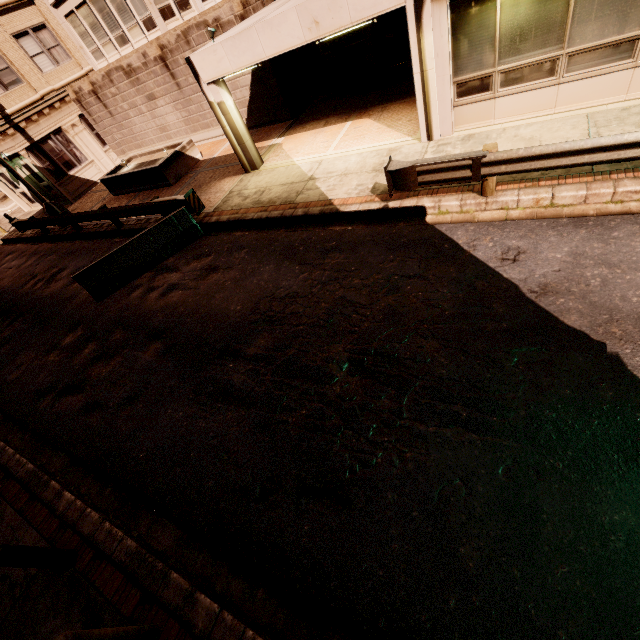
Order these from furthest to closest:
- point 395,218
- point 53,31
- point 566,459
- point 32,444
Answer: point 53,31, point 395,218, point 32,444, point 566,459

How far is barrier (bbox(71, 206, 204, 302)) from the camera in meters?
9.9 m

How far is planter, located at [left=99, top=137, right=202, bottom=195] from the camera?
14.6 meters

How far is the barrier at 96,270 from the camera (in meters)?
9.88

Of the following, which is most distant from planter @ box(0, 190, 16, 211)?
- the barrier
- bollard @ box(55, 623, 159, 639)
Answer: bollard @ box(55, 623, 159, 639)

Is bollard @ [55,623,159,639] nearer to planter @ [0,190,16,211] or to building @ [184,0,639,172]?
building @ [184,0,639,172]

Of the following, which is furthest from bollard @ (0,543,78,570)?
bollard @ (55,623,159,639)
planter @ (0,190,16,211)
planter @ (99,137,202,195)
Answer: planter @ (0,190,16,211)

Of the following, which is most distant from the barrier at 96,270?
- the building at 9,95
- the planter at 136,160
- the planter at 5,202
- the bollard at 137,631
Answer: the planter at 5,202
